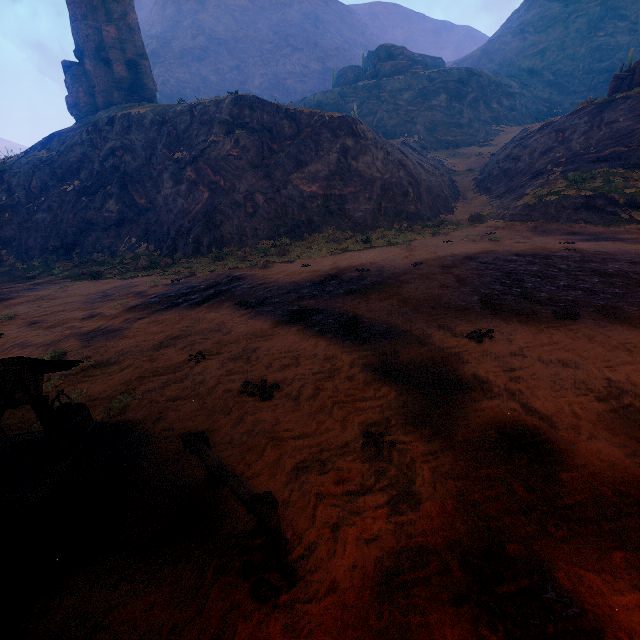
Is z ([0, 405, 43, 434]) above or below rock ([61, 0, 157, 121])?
below

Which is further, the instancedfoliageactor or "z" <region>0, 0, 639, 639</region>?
the instancedfoliageactor

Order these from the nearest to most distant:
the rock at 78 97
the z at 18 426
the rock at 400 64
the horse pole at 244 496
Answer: the horse pole at 244 496, the z at 18 426, the rock at 78 97, the rock at 400 64

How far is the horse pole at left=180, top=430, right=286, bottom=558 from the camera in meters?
3.2 m

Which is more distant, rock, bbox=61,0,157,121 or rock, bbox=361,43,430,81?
→ rock, bbox=361,43,430,81

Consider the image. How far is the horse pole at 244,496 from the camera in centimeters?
316cm

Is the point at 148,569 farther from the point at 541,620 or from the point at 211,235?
the point at 211,235

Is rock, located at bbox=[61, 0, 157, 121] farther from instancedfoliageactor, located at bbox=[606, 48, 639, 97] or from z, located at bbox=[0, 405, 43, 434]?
instancedfoliageactor, located at bbox=[606, 48, 639, 97]
